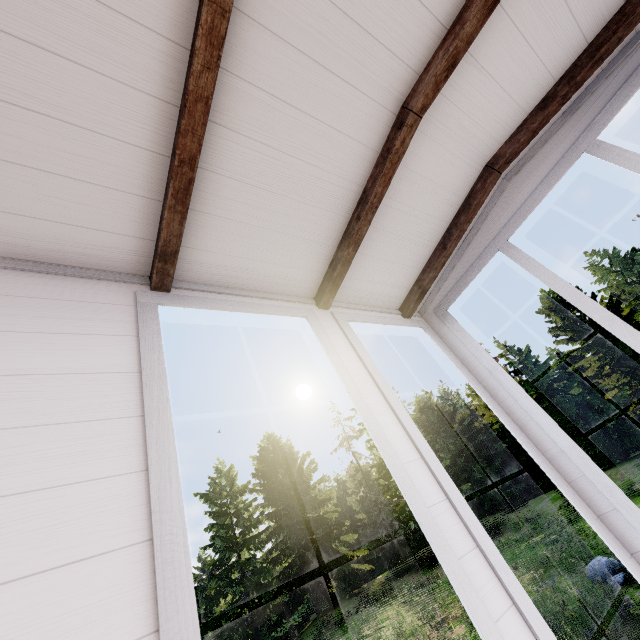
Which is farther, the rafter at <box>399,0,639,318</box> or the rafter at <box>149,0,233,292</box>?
the rafter at <box>399,0,639,318</box>

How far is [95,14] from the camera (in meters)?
1.20

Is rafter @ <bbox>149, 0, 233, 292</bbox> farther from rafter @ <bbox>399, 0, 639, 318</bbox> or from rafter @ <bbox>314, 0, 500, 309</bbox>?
rafter @ <bbox>399, 0, 639, 318</bbox>

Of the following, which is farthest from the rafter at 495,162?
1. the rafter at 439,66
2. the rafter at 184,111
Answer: the rafter at 184,111

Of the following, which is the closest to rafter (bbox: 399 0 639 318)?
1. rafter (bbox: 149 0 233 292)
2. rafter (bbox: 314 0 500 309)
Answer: rafter (bbox: 314 0 500 309)
